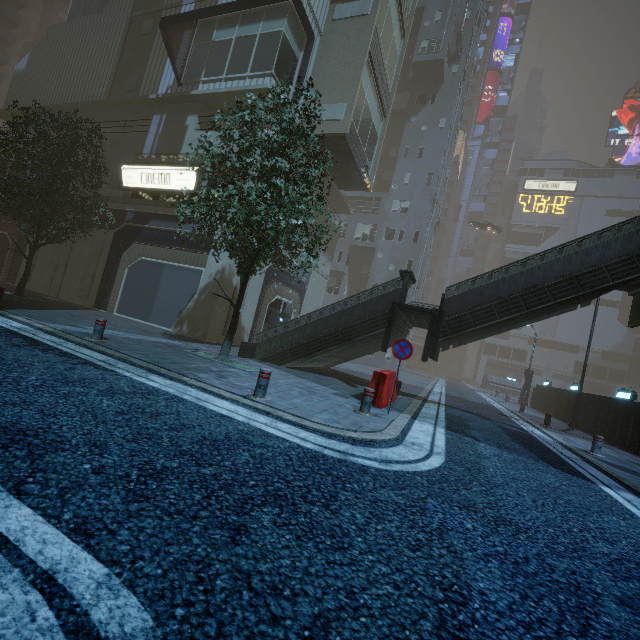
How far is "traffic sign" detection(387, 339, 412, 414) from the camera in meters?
7.7 m

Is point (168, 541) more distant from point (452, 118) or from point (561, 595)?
point (452, 118)

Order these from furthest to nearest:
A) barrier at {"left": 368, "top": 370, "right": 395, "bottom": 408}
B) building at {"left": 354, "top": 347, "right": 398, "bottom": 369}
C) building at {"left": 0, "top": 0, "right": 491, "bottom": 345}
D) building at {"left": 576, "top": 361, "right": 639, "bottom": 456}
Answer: building at {"left": 354, "top": 347, "right": 398, "bottom": 369}, building at {"left": 0, "top": 0, "right": 491, "bottom": 345}, building at {"left": 576, "top": 361, "right": 639, "bottom": 456}, barrier at {"left": 368, "top": 370, "right": 395, "bottom": 408}

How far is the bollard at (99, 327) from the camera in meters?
8.0

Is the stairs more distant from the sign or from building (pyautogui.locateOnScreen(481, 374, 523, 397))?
the sign

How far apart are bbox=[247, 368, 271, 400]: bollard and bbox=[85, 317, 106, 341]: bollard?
4.6 meters

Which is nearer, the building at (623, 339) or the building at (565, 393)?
the building at (565, 393)

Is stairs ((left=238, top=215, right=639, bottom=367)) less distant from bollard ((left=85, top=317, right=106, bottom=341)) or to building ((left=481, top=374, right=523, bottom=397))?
building ((left=481, top=374, right=523, bottom=397))
